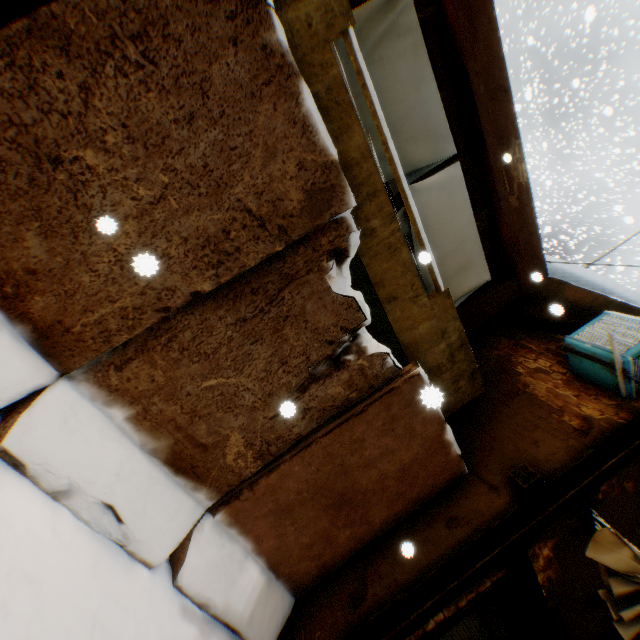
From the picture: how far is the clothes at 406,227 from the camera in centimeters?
458cm

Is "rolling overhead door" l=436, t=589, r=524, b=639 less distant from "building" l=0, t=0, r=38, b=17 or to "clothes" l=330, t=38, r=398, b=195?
"building" l=0, t=0, r=38, b=17

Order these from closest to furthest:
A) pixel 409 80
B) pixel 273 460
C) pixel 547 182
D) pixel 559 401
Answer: pixel 273 460
pixel 409 80
pixel 559 401
pixel 547 182

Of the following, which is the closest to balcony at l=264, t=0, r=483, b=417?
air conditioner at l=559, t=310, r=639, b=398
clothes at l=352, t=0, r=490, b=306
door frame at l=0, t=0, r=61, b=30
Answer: clothes at l=352, t=0, r=490, b=306

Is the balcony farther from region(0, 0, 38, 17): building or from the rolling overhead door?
the rolling overhead door

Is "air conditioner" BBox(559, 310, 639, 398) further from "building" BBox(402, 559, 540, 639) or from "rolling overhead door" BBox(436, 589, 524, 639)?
"rolling overhead door" BBox(436, 589, 524, 639)

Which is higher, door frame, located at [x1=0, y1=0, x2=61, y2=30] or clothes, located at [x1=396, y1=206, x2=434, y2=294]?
clothes, located at [x1=396, y1=206, x2=434, y2=294]
